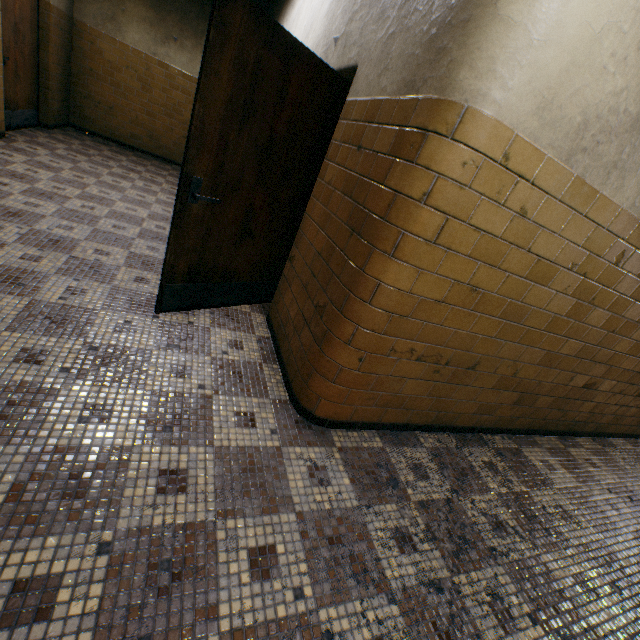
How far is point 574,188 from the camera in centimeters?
174cm

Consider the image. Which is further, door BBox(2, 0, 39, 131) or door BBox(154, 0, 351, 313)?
door BBox(2, 0, 39, 131)

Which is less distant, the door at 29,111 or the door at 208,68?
the door at 208,68
